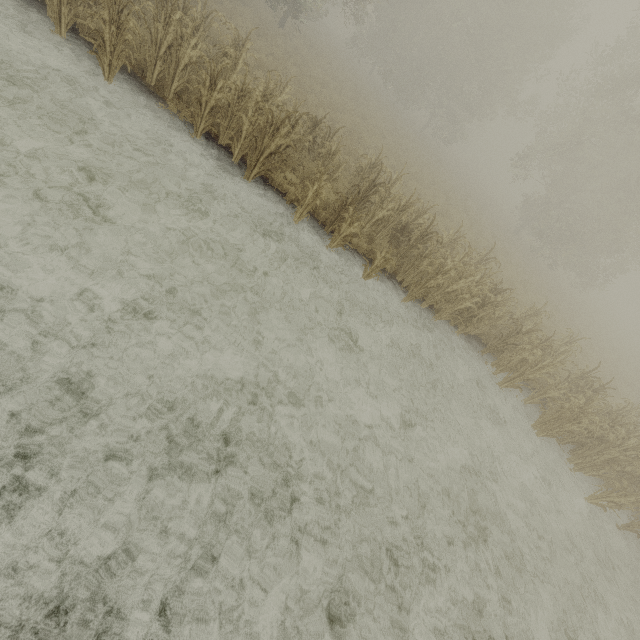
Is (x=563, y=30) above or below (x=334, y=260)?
above
